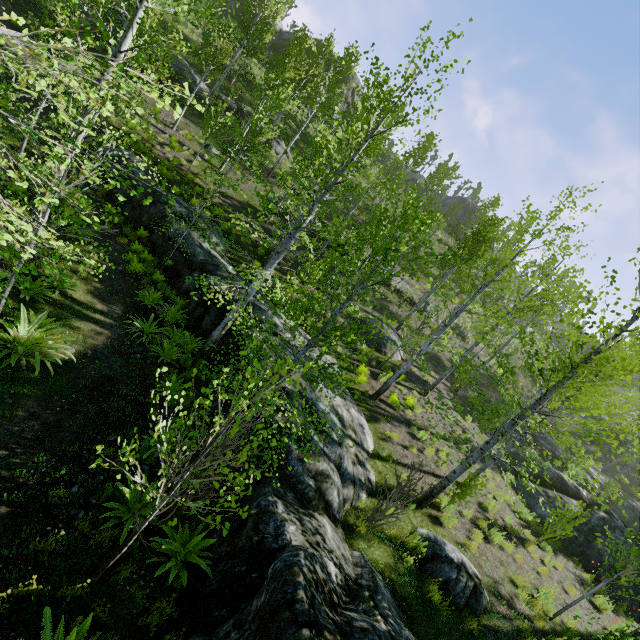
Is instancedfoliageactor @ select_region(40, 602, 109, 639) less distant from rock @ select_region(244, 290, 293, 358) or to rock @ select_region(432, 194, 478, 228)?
rock @ select_region(244, 290, 293, 358)

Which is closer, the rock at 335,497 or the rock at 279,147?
the rock at 335,497

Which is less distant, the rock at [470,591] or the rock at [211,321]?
the rock at [470,591]

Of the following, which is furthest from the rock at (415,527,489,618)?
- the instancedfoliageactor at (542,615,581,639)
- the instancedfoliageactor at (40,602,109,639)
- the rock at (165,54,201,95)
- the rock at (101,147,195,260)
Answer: the rock at (165,54,201,95)

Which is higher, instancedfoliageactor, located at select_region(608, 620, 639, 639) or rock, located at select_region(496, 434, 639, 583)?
rock, located at select_region(496, 434, 639, 583)

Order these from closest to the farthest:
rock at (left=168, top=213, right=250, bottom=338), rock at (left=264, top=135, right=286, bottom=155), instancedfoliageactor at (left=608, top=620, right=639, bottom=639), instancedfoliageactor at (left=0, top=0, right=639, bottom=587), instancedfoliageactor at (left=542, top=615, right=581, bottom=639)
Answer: instancedfoliageactor at (left=0, top=0, right=639, bottom=587), instancedfoliageactor at (left=608, top=620, right=639, bottom=639), instancedfoliageactor at (left=542, top=615, right=581, bottom=639), rock at (left=168, top=213, right=250, bottom=338), rock at (left=264, top=135, right=286, bottom=155)

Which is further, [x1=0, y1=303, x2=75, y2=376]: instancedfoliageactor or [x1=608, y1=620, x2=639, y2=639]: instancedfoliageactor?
[x1=0, y1=303, x2=75, y2=376]: instancedfoliageactor

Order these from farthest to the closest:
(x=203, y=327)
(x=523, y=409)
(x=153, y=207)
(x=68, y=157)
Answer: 1. (x=153, y=207)
2. (x=203, y=327)
3. (x=68, y=157)
4. (x=523, y=409)
